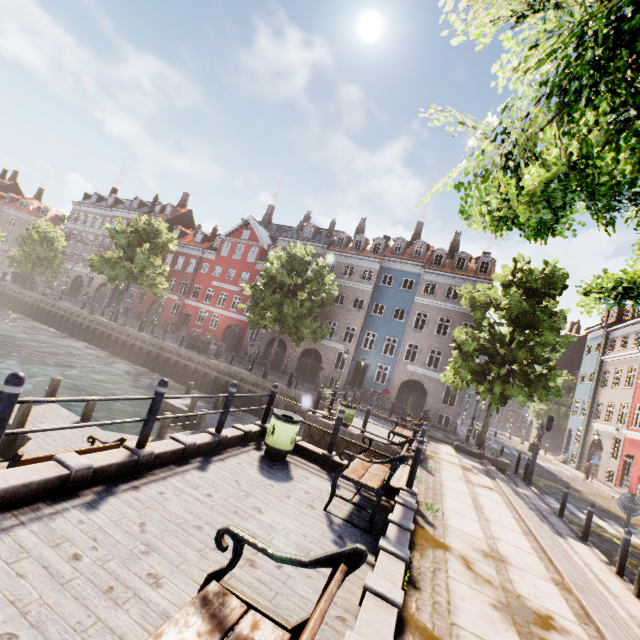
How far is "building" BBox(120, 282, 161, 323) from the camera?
40.5 meters

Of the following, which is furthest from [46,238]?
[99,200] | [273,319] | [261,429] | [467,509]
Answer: [467,509]

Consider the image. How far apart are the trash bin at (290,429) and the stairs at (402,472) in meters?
1.8

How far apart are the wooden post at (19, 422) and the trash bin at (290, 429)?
7.1 meters

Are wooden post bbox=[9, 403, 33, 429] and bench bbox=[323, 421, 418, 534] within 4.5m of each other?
no

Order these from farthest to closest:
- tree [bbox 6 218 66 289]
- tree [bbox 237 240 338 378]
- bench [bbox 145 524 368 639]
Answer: tree [bbox 6 218 66 289] → tree [bbox 237 240 338 378] → bench [bbox 145 524 368 639]

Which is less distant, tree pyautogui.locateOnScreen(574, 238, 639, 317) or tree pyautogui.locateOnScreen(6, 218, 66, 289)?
tree pyautogui.locateOnScreen(574, 238, 639, 317)
